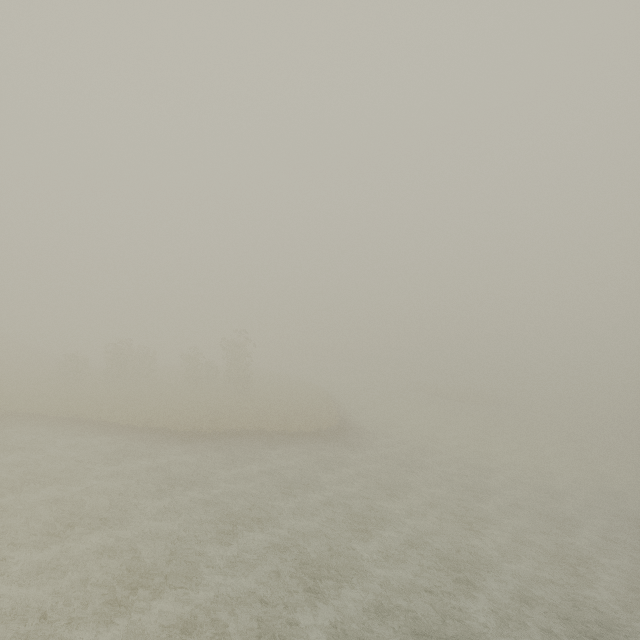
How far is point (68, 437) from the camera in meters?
22.6 m
